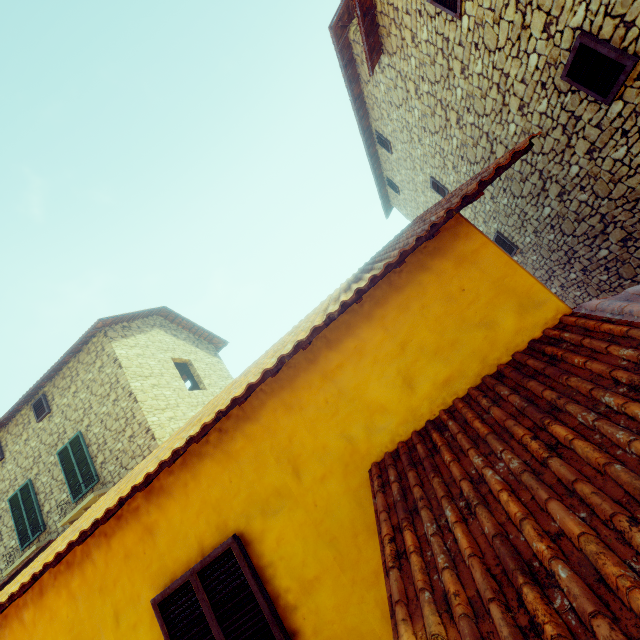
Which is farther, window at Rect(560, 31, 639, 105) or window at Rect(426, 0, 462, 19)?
window at Rect(426, 0, 462, 19)

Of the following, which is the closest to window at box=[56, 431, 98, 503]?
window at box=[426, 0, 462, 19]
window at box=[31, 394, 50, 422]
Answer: window at box=[31, 394, 50, 422]

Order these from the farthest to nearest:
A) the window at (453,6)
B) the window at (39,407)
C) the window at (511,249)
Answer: the window at (39,407) → the window at (511,249) → the window at (453,6)

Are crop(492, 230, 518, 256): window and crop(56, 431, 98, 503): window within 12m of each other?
no

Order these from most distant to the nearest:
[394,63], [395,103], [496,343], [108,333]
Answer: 1. [108,333]
2. [395,103]
3. [394,63]
4. [496,343]

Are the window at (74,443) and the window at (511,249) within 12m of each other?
no

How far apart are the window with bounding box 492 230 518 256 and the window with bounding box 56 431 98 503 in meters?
12.9

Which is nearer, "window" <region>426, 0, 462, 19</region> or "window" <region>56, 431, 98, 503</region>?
"window" <region>426, 0, 462, 19</region>
